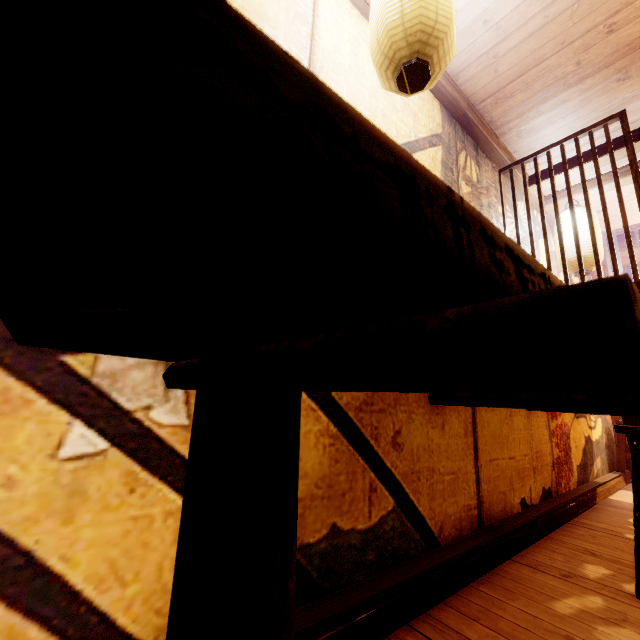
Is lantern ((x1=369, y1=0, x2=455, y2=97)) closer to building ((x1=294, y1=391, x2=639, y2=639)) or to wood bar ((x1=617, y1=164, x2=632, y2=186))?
building ((x1=294, y1=391, x2=639, y2=639))

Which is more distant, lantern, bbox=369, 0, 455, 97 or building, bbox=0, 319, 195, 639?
lantern, bbox=369, 0, 455, 97

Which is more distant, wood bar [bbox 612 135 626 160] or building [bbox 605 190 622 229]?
building [bbox 605 190 622 229]

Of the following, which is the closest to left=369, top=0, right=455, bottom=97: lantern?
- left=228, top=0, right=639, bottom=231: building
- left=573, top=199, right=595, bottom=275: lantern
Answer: left=228, top=0, right=639, bottom=231: building

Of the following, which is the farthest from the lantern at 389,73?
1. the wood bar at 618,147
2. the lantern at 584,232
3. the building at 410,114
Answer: the lantern at 584,232

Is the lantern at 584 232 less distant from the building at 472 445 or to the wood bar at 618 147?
the building at 472 445

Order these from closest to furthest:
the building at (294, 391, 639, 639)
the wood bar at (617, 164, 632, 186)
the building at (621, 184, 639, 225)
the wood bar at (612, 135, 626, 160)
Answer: the building at (294, 391, 639, 639), the wood bar at (612, 135, 626, 160), the wood bar at (617, 164, 632, 186), the building at (621, 184, 639, 225)

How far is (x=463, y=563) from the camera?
2.6 meters
